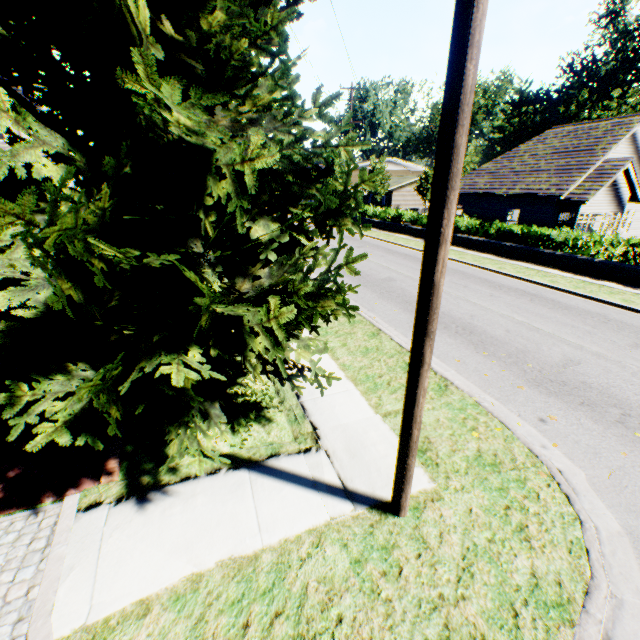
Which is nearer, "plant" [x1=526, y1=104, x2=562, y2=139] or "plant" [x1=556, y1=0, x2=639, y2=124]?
"plant" [x1=556, y1=0, x2=639, y2=124]

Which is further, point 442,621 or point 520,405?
point 520,405

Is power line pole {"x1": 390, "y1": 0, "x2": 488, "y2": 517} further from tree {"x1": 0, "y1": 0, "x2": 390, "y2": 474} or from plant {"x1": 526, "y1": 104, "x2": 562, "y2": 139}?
plant {"x1": 526, "y1": 104, "x2": 562, "y2": 139}

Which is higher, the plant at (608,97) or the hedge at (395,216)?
the plant at (608,97)

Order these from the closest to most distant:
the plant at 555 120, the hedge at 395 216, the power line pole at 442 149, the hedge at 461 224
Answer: the power line pole at 442 149
the hedge at 461 224
the hedge at 395 216
the plant at 555 120

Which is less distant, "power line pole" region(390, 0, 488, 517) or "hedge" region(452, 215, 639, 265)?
"power line pole" region(390, 0, 488, 517)

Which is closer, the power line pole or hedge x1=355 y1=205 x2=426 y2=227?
the power line pole

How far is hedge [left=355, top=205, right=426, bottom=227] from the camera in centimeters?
2666cm
